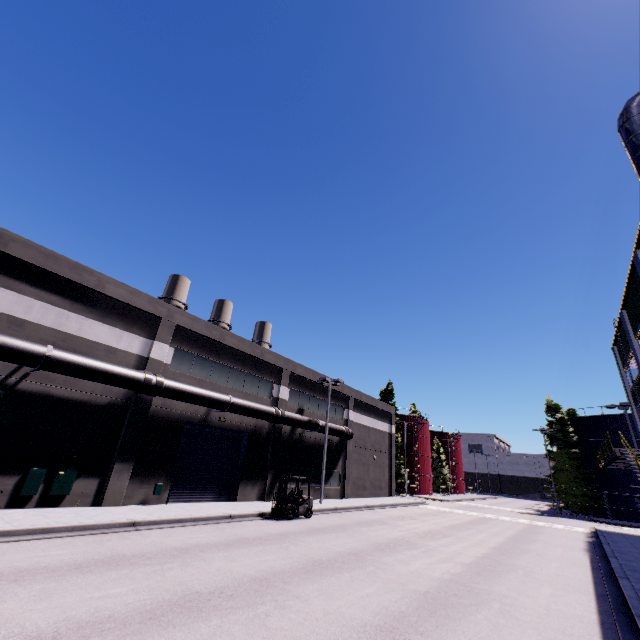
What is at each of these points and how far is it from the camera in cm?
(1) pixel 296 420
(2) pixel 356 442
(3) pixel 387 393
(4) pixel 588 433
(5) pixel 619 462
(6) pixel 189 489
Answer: (1) pipe, 2556
(2) building, 3500
(3) tree, 5225
(4) silo, 4297
(5) balcony, 2514
(6) roll-up door, 1931

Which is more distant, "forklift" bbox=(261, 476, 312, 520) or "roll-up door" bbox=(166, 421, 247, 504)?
"roll-up door" bbox=(166, 421, 247, 504)

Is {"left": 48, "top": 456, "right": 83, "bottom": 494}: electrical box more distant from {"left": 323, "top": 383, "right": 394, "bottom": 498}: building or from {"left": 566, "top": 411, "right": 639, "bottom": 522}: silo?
{"left": 566, "top": 411, "right": 639, "bottom": 522}: silo

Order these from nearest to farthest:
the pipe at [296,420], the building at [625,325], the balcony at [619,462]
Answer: the pipe at [296,420], the balcony at [619,462], the building at [625,325]

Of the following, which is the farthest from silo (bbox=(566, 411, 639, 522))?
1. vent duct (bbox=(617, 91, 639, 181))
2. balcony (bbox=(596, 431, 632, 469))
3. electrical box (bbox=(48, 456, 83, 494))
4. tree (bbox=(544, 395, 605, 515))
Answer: vent duct (bbox=(617, 91, 639, 181))

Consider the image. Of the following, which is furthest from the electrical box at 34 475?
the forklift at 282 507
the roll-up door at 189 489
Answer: the forklift at 282 507

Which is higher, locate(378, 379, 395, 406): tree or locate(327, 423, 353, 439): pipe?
locate(378, 379, 395, 406): tree

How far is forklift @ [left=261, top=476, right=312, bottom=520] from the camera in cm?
1811
